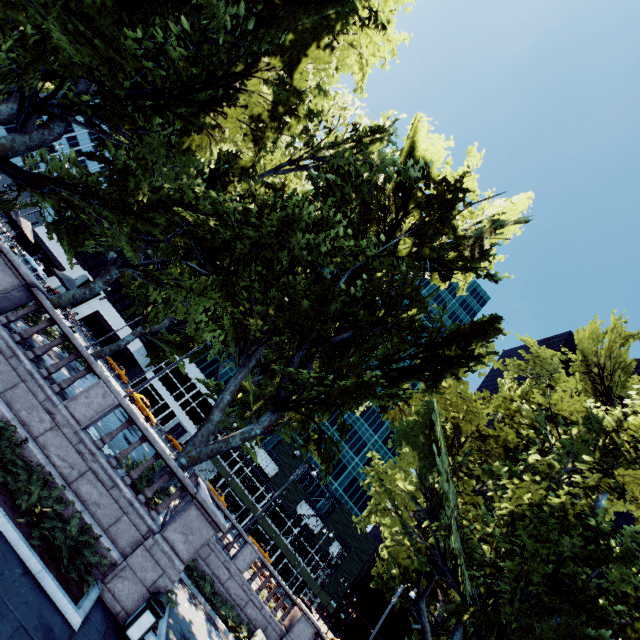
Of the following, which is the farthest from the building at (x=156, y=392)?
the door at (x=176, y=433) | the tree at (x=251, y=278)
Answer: the tree at (x=251, y=278)

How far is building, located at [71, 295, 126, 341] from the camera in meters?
57.7 m

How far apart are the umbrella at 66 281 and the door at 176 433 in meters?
39.7

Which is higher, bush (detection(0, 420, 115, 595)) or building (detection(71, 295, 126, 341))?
building (detection(71, 295, 126, 341))

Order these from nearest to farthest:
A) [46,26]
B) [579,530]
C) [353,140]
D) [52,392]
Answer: [46,26] → [52,392] → [579,530] → [353,140]

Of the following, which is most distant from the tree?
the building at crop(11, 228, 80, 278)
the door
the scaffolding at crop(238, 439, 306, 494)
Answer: the door

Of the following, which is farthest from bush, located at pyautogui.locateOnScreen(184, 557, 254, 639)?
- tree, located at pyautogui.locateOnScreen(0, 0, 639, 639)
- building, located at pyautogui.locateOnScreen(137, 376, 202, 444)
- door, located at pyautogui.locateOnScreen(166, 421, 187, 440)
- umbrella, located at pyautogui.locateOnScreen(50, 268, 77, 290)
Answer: door, located at pyautogui.locateOnScreen(166, 421, 187, 440)
